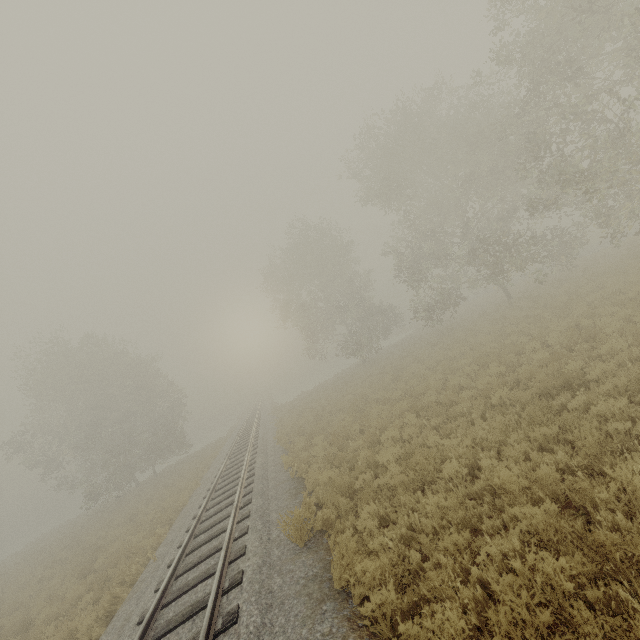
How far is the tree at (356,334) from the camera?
31.59m

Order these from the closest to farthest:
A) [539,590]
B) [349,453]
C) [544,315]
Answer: [539,590], [349,453], [544,315]

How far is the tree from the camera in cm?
3159
